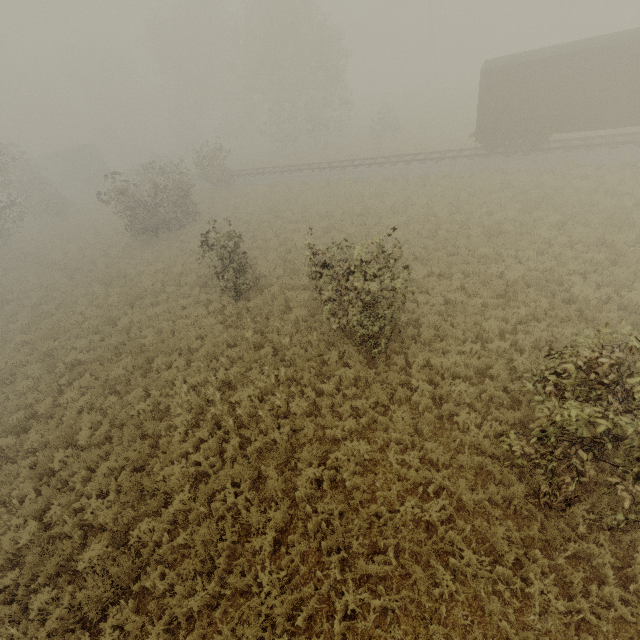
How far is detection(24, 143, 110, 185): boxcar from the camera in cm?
4178

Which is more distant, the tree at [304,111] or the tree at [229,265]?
the tree at [304,111]

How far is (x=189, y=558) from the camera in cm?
696

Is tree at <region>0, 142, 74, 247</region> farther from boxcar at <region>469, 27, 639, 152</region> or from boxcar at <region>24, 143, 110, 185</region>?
boxcar at <region>24, 143, 110, 185</region>

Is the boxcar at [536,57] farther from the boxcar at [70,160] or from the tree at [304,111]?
the boxcar at [70,160]

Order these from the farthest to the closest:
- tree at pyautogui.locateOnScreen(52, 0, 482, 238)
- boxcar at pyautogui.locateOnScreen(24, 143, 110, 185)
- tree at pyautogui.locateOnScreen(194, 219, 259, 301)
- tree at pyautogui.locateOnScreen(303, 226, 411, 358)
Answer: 1. boxcar at pyautogui.locateOnScreen(24, 143, 110, 185)
2. tree at pyautogui.locateOnScreen(52, 0, 482, 238)
3. tree at pyautogui.locateOnScreen(194, 219, 259, 301)
4. tree at pyautogui.locateOnScreen(303, 226, 411, 358)
